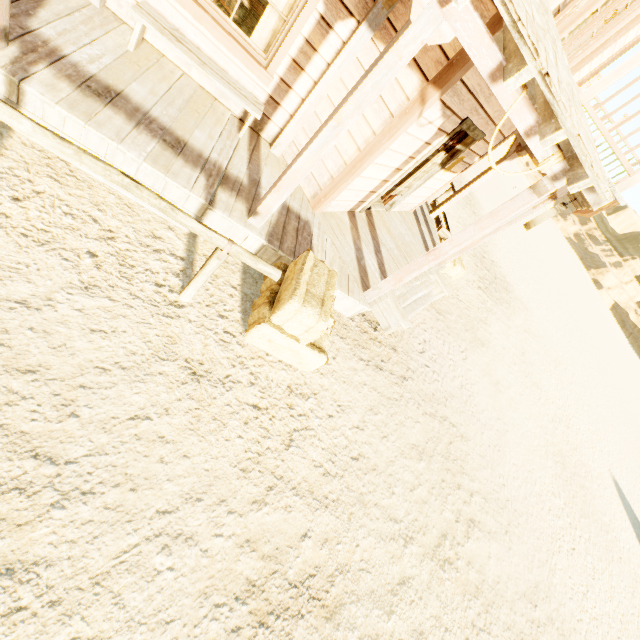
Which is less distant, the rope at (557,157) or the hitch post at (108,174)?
the hitch post at (108,174)

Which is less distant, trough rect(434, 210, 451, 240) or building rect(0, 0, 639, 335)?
building rect(0, 0, 639, 335)

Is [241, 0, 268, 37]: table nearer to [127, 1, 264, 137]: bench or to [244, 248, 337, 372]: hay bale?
[127, 1, 264, 137]: bench

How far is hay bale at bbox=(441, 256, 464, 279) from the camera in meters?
8.9 m

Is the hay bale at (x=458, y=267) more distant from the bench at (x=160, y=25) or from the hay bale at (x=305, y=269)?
the bench at (x=160, y=25)

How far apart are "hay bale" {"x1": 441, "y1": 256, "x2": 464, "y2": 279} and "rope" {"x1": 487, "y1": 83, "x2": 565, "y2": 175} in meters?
5.5

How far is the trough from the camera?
9.7m

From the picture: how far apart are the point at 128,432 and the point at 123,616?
1.2 meters
